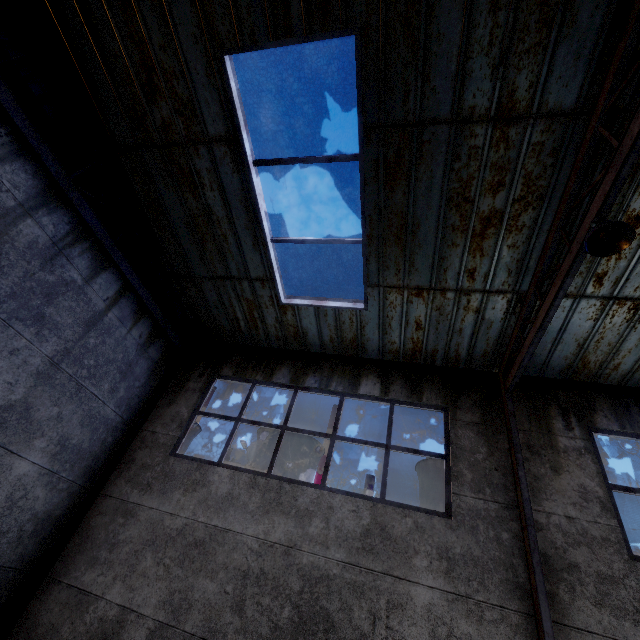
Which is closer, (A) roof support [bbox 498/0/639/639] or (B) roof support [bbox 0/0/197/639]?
(A) roof support [bbox 498/0/639/639]

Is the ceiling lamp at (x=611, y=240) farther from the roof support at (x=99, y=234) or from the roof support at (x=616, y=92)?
the roof support at (x=99, y=234)

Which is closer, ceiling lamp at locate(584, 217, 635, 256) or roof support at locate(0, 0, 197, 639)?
ceiling lamp at locate(584, 217, 635, 256)

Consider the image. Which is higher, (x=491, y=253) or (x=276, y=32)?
(x=276, y=32)

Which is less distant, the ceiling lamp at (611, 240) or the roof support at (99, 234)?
the ceiling lamp at (611, 240)

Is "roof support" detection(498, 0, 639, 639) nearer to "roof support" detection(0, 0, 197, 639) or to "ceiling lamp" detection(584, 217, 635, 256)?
"ceiling lamp" detection(584, 217, 635, 256)

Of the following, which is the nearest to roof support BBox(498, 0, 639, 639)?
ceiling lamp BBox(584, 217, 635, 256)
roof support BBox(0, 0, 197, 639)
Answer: ceiling lamp BBox(584, 217, 635, 256)
